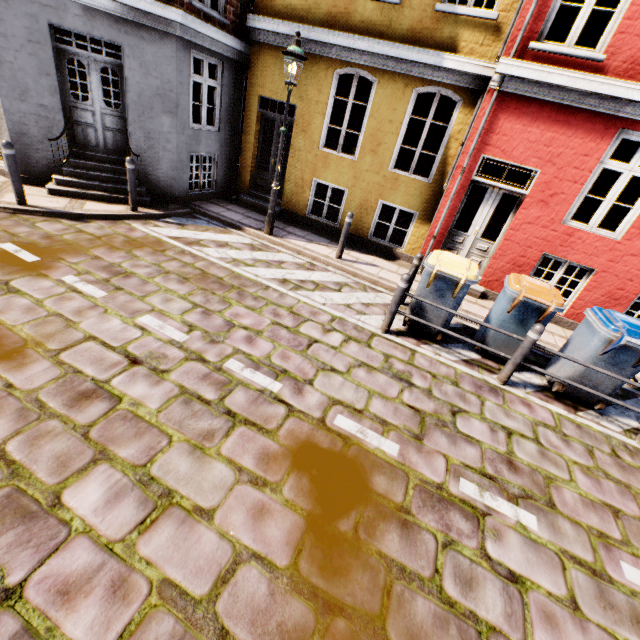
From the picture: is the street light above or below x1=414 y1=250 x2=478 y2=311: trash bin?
above

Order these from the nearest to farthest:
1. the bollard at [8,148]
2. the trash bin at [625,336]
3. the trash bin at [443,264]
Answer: the trash bin at [625,336] < the trash bin at [443,264] < the bollard at [8,148]

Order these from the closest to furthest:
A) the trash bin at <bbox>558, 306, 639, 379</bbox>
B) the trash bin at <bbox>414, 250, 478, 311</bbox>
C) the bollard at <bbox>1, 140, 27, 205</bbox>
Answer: the trash bin at <bbox>558, 306, 639, 379</bbox> → the trash bin at <bbox>414, 250, 478, 311</bbox> → the bollard at <bbox>1, 140, 27, 205</bbox>

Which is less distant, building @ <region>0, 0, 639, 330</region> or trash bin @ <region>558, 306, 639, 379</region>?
trash bin @ <region>558, 306, 639, 379</region>

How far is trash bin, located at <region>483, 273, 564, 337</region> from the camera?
4.7 meters

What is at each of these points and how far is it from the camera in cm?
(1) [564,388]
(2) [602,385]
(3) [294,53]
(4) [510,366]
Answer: (1) trash bin, 502
(2) trash bin, 476
(3) street light, 609
(4) bollard, 491

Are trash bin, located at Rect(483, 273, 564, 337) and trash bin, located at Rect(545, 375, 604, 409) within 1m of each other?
yes

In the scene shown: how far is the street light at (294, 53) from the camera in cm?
615
